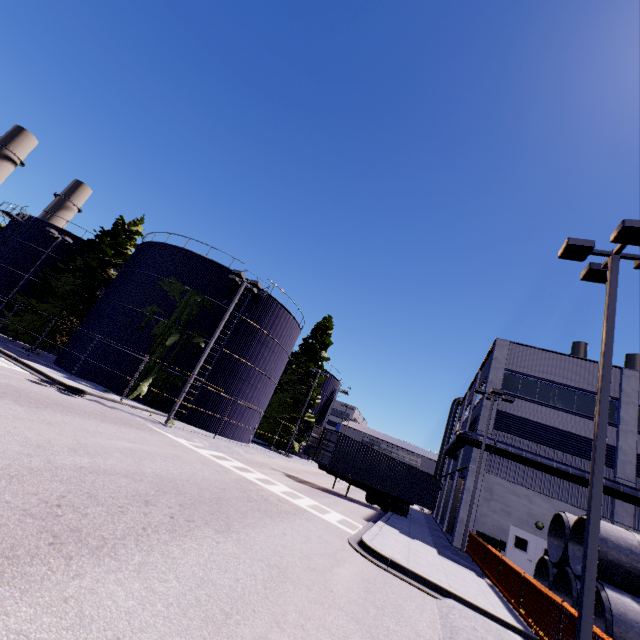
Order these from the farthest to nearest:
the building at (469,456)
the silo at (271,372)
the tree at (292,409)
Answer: the tree at (292,409)
the silo at (271,372)
the building at (469,456)

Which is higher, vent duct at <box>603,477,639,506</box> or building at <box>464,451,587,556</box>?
vent duct at <box>603,477,639,506</box>

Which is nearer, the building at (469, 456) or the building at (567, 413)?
the building at (469, 456)

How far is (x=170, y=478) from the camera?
9.1 meters

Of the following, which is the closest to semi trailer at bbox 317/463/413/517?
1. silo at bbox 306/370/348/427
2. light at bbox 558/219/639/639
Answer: silo at bbox 306/370/348/427

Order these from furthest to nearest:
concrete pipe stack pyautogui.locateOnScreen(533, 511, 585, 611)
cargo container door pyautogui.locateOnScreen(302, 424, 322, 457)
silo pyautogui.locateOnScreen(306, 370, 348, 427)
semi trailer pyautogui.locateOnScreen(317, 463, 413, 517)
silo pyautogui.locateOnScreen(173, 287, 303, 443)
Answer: silo pyautogui.locateOnScreen(306, 370, 348, 427) → silo pyautogui.locateOnScreen(173, 287, 303, 443) → cargo container door pyautogui.locateOnScreen(302, 424, 322, 457) → semi trailer pyautogui.locateOnScreen(317, 463, 413, 517) → concrete pipe stack pyautogui.locateOnScreen(533, 511, 585, 611)

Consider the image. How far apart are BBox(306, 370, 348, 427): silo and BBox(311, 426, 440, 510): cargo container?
20.0 meters

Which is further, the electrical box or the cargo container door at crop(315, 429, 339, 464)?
the cargo container door at crop(315, 429, 339, 464)
